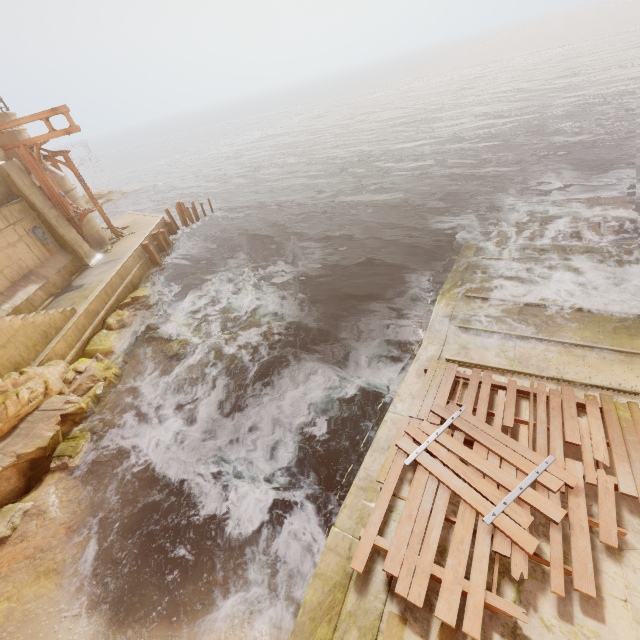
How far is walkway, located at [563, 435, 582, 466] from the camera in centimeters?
584cm

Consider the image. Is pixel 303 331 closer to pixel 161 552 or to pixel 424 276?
pixel 424 276

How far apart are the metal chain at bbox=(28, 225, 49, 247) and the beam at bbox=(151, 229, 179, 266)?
5.08m

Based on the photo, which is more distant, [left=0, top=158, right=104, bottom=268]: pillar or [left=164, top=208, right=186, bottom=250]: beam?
[left=164, top=208, right=186, bottom=250]: beam

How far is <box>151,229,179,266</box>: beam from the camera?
19.8m

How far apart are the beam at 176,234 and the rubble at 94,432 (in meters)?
15.32

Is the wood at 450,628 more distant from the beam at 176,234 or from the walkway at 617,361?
the beam at 176,234
